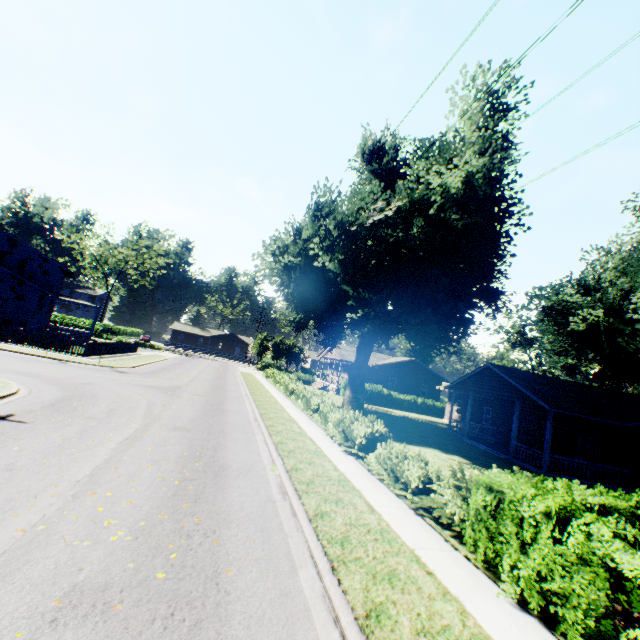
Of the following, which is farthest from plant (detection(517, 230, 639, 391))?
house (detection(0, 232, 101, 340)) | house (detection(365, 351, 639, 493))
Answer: house (detection(365, 351, 639, 493))

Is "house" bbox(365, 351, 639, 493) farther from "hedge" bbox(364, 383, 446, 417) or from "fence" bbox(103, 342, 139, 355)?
"fence" bbox(103, 342, 139, 355)

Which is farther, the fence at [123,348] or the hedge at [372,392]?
the hedge at [372,392]

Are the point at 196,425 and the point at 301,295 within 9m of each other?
no

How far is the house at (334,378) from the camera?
40.8m

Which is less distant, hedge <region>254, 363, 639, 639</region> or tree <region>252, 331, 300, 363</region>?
hedge <region>254, 363, 639, 639</region>

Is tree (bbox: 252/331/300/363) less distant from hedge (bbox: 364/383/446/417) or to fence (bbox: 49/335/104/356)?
hedge (bbox: 364/383/446/417)

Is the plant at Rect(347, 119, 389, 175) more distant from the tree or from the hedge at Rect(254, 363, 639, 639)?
the tree
